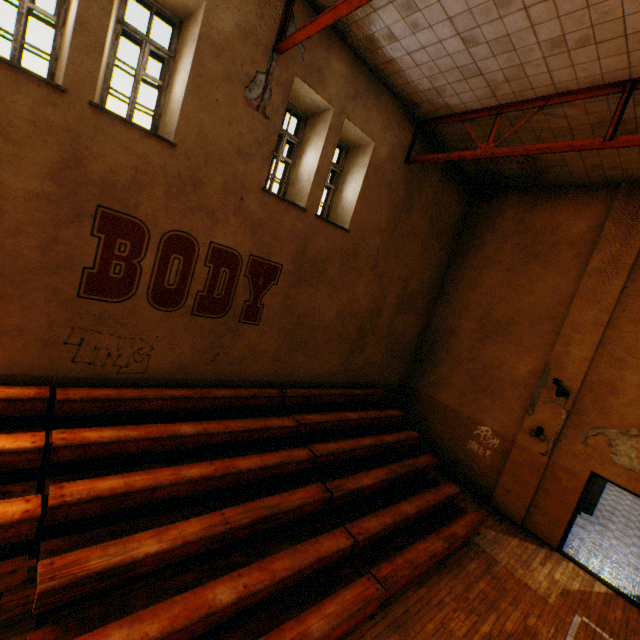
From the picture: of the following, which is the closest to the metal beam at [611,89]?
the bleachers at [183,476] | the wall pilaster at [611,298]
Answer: the wall pilaster at [611,298]

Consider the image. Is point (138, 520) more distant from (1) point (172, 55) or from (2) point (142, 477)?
(1) point (172, 55)

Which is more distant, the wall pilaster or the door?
the wall pilaster

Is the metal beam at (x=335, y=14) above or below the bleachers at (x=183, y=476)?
above

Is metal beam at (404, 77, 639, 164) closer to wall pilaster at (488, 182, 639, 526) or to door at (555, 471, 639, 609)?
wall pilaster at (488, 182, 639, 526)

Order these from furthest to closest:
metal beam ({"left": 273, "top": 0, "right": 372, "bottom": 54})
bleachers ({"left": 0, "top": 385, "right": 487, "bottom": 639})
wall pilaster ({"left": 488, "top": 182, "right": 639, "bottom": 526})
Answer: wall pilaster ({"left": 488, "top": 182, "right": 639, "bottom": 526}) → metal beam ({"left": 273, "top": 0, "right": 372, "bottom": 54}) → bleachers ({"left": 0, "top": 385, "right": 487, "bottom": 639})

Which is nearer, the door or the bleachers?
the bleachers

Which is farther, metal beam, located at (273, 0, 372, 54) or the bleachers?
metal beam, located at (273, 0, 372, 54)
